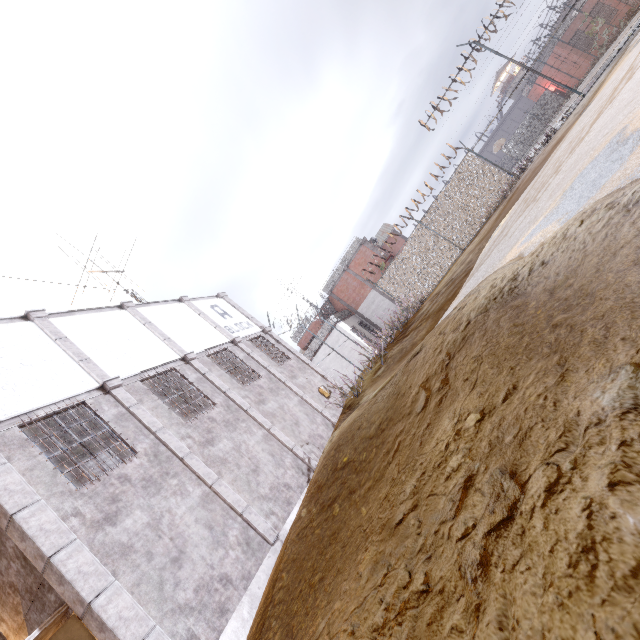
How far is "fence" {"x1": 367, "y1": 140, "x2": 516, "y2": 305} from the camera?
15.8 meters

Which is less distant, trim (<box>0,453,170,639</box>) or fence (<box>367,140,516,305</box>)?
trim (<box>0,453,170,639</box>)

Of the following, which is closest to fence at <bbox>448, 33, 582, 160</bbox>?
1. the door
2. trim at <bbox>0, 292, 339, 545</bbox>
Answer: trim at <bbox>0, 292, 339, 545</bbox>

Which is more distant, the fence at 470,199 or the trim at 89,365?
the fence at 470,199

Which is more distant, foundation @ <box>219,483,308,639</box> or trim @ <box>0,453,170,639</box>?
foundation @ <box>219,483,308,639</box>

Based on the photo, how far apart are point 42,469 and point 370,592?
7.5 meters

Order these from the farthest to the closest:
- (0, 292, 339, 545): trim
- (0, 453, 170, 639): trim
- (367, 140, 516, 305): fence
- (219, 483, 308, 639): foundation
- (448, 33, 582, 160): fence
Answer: (367, 140, 516, 305): fence
(448, 33, 582, 160): fence
(0, 292, 339, 545): trim
(219, 483, 308, 639): foundation
(0, 453, 170, 639): trim

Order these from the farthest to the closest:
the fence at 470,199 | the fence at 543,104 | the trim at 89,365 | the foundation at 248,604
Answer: the fence at 470,199 < the fence at 543,104 < the trim at 89,365 < the foundation at 248,604
